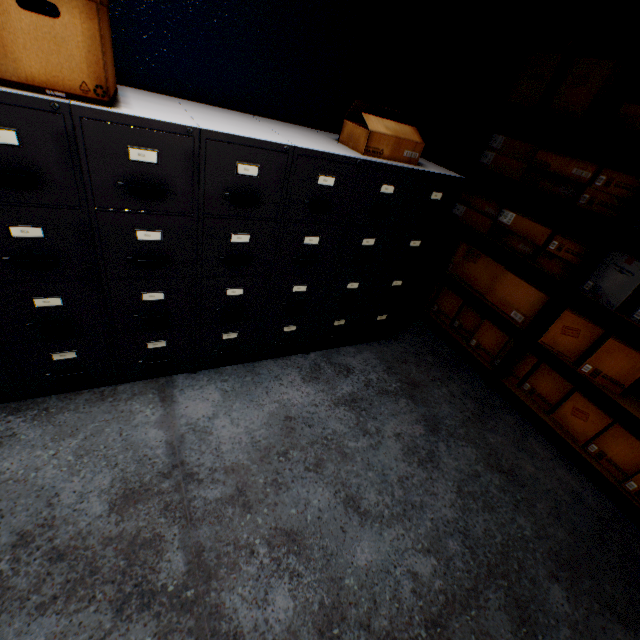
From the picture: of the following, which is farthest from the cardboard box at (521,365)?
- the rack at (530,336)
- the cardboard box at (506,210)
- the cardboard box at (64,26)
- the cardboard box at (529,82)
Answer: the cardboard box at (64,26)

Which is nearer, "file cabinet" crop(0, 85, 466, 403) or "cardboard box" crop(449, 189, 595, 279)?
"file cabinet" crop(0, 85, 466, 403)

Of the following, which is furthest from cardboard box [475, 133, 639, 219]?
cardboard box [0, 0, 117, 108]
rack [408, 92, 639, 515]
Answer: cardboard box [0, 0, 117, 108]

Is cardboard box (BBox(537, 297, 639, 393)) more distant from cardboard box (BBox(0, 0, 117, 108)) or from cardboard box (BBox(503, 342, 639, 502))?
cardboard box (BBox(0, 0, 117, 108))

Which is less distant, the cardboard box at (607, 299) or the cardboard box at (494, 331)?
the cardboard box at (607, 299)

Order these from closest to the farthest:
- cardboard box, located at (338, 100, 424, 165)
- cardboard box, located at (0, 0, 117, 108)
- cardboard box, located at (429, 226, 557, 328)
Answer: cardboard box, located at (0, 0, 117, 108)
cardboard box, located at (338, 100, 424, 165)
cardboard box, located at (429, 226, 557, 328)

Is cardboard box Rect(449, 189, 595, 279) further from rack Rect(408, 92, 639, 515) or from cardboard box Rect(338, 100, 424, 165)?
Answer: cardboard box Rect(338, 100, 424, 165)

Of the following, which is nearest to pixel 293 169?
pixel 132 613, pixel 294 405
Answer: pixel 294 405
